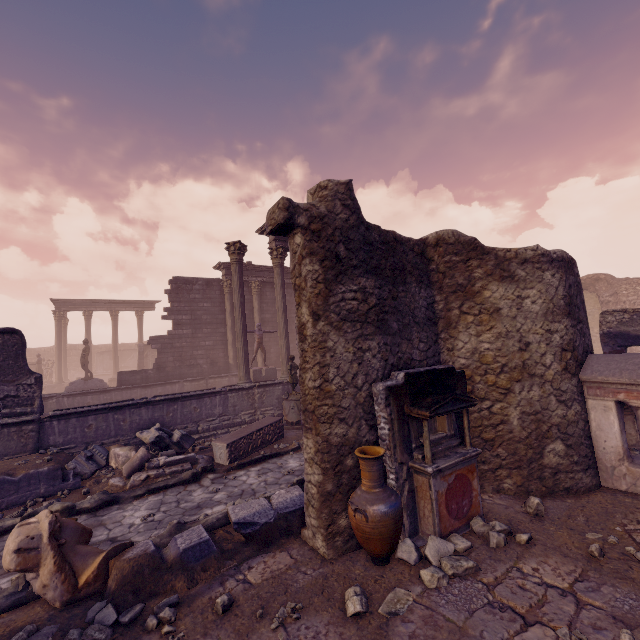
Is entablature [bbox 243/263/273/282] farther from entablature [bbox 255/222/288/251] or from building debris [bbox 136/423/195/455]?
building debris [bbox 136/423/195/455]

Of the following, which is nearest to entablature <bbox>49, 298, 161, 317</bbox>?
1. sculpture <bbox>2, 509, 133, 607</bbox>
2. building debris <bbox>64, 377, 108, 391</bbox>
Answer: building debris <bbox>64, 377, 108, 391</bbox>

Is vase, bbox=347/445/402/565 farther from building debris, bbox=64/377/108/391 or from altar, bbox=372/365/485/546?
building debris, bbox=64/377/108/391

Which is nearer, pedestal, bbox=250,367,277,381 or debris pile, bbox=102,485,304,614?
debris pile, bbox=102,485,304,614

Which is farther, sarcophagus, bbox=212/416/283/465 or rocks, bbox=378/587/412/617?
sarcophagus, bbox=212/416/283/465

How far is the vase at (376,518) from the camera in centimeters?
376cm

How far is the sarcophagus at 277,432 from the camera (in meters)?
8.20

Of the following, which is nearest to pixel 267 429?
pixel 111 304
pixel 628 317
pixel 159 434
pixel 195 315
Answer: pixel 159 434
